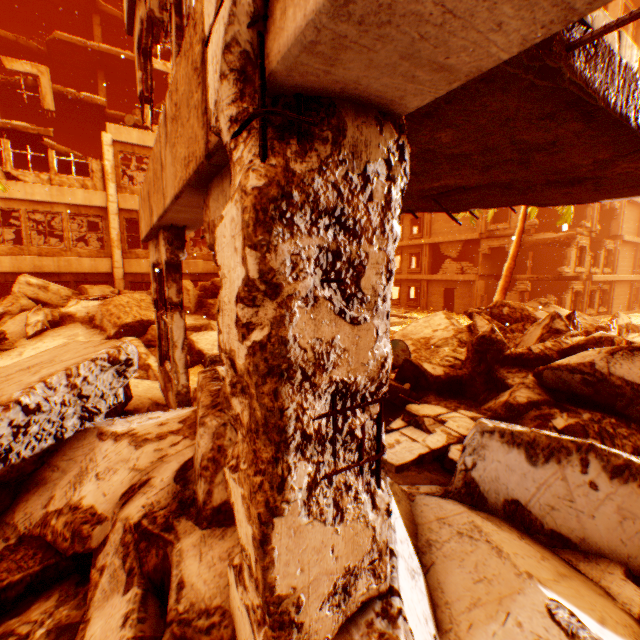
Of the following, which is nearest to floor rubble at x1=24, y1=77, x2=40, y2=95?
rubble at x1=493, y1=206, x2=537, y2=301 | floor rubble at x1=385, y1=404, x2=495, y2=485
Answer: rubble at x1=493, y1=206, x2=537, y2=301

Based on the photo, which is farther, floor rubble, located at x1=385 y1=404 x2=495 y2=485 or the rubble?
the rubble

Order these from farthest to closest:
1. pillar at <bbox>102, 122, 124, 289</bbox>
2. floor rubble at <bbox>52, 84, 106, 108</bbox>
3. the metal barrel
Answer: floor rubble at <bbox>52, 84, 106, 108</bbox> → pillar at <bbox>102, 122, 124, 289</bbox> → the metal barrel

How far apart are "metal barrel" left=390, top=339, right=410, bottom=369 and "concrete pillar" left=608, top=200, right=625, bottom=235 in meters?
29.2

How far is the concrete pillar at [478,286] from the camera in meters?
24.3

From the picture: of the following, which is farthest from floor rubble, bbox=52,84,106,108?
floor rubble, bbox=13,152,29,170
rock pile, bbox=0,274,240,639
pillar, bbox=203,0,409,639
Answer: pillar, bbox=203,0,409,639

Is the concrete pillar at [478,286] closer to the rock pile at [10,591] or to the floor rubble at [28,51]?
the rock pile at [10,591]

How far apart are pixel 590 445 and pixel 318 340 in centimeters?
254cm
